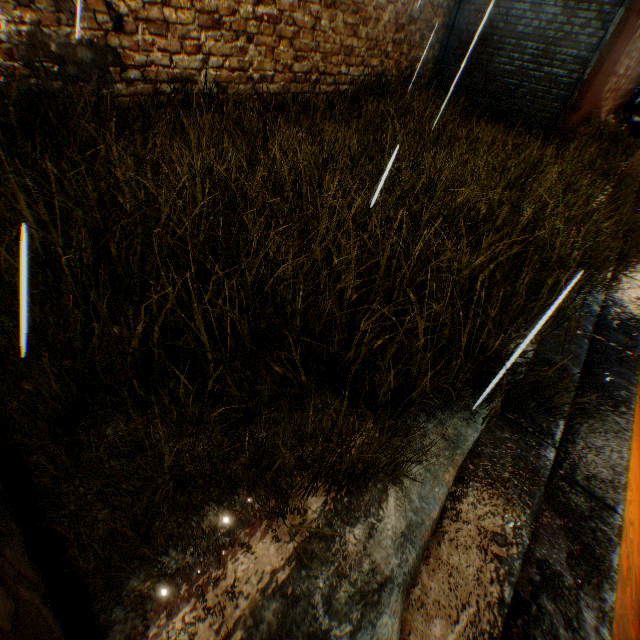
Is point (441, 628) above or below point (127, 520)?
below

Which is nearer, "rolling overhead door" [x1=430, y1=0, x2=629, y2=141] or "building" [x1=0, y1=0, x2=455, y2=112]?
"building" [x1=0, y1=0, x2=455, y2=112]

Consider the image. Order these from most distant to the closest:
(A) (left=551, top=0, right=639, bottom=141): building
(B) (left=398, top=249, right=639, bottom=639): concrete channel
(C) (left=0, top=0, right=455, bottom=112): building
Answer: (A) (left=551, top=0, right=639, bottom=141): building < (C) (left=0, top=0, right=455, bottom=112): building < (B) (left=398, top=249, right=639, bottom=639): concrete channel

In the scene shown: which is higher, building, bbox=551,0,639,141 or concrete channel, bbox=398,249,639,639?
building, bbox=551,0,639,141

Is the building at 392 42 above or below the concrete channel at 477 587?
above

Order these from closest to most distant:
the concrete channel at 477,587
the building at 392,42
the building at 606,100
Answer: the concrete channel at 477,587, the building at 392,42, the building at 606,100

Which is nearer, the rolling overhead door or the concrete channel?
the concrete channel
